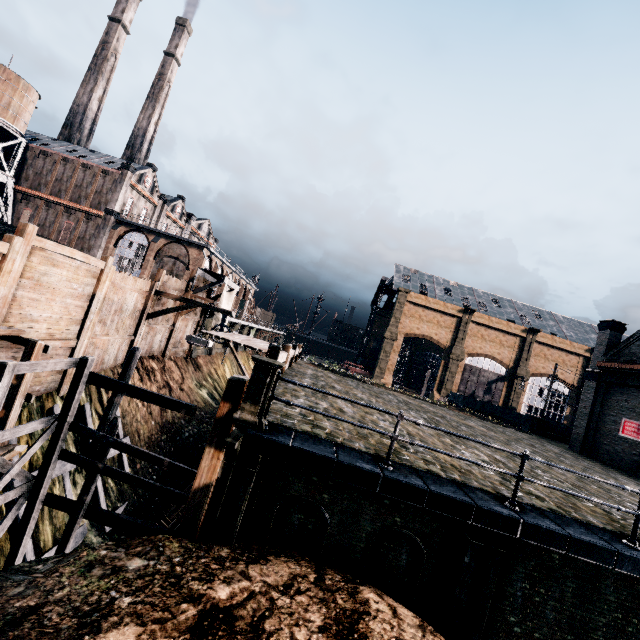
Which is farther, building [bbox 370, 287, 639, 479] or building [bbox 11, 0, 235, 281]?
building [bbox 11, 0, 235, 281]

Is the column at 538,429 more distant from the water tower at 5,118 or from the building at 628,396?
the water tower at 5,118

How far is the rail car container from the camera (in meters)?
32.69

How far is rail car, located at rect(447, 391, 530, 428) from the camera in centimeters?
4612cm

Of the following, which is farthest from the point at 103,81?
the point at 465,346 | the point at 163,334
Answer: the point at 465,346

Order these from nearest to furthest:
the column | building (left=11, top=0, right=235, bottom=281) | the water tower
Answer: the column → the water tower → building (left=11, top=0, right=235, bottom=281)

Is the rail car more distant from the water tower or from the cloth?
the water tower

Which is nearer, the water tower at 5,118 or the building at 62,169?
the water tower at 5,118
